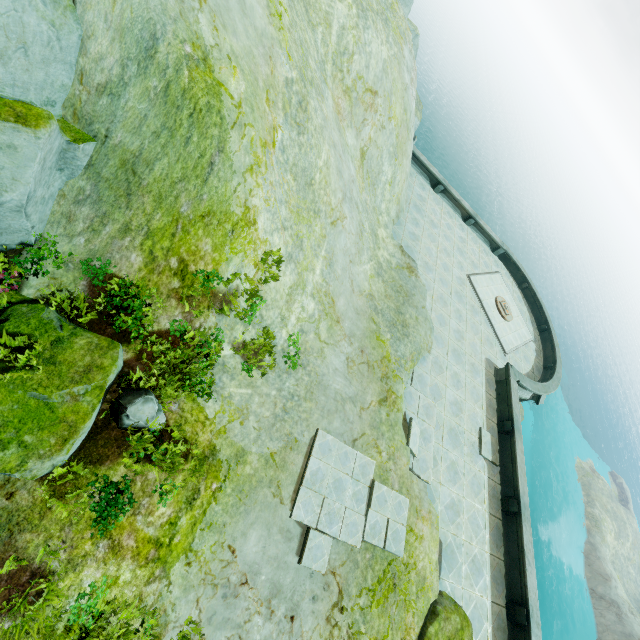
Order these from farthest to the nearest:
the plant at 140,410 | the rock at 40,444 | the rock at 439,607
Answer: the rock at 439,607, the plant at 140,410, the rock at 40,444

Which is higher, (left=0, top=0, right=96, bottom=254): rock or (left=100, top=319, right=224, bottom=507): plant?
(left=0, top=0, right=96, bottom=254): rock

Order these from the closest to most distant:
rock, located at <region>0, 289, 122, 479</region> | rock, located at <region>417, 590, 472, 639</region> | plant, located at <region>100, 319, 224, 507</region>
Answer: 1. rock, located at <region>0, 289, 122, 479</region>
2. plant, located at <region>100, 319, 224, 507</region>
3. rock, located at <region>417, 590, 472, 639</region>

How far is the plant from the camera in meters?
5.8 m

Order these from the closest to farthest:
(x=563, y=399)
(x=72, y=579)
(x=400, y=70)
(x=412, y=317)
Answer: (x=72, y=579), (x=412, y=317), (x=400, y=70), (x=563, y=399)

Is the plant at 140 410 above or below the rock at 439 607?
above

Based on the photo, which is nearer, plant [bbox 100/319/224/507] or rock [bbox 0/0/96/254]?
rock [bbox 0/0/96/254]
